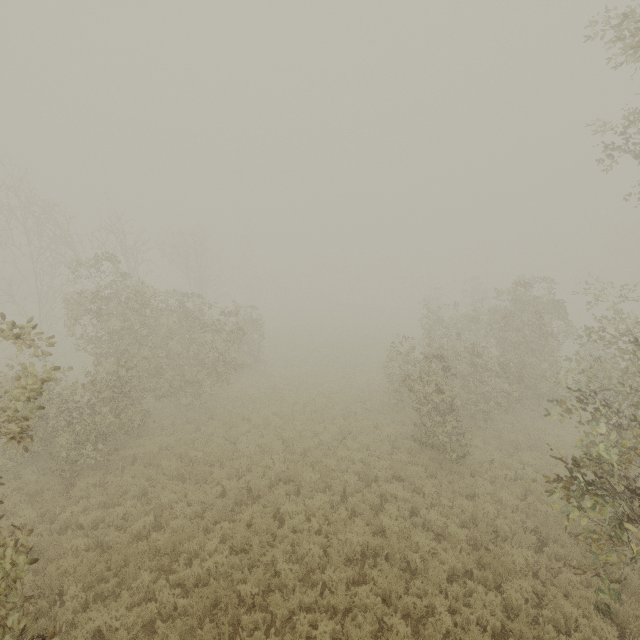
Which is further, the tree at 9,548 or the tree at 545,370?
the tree at 545,370

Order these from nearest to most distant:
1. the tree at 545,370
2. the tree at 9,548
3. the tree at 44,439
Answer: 1. the tree at 9,548
2. the tree at 545,370
3. the tree at 44,439

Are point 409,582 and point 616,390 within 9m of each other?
yes

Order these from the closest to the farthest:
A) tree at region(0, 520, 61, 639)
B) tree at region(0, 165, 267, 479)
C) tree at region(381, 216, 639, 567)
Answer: tree at region(0, 520, 61, 639)
tree at region(381, 216, 639, 567)
tree at region(0, 165, 267, 479)

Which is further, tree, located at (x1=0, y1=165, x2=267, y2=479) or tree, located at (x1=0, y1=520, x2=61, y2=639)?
tree, located at (x1=0, y1=165, x2=267, y2=479)
